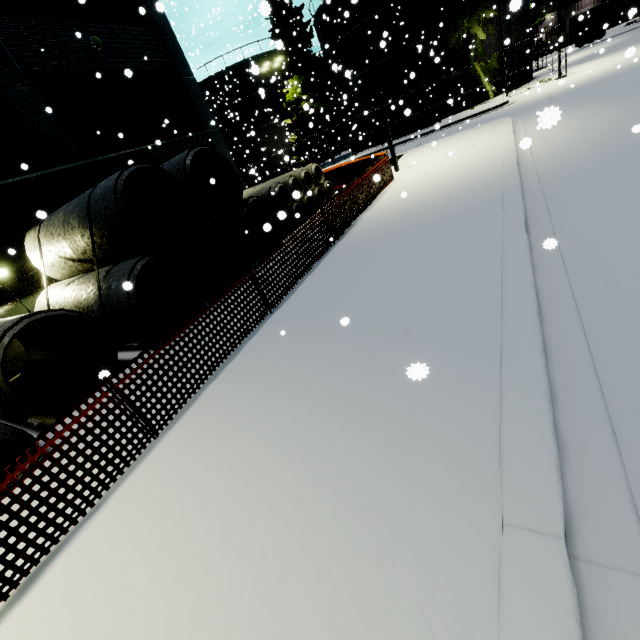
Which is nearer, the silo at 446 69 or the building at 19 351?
the building at 19 351

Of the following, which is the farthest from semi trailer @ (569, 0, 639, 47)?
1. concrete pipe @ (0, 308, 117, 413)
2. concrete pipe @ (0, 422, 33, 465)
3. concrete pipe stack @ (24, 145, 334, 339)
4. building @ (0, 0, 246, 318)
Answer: concrete pipe @ (0, 422, 33, 465)

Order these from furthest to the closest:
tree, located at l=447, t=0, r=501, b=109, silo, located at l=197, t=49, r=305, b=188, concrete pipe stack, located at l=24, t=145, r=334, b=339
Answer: silo, located at l=197, t=49, r=305, b=188, tree, located at l=447, t=0, r=501, b=109, concrete pipe stack, located at l=24, t=145, r=334, b=339

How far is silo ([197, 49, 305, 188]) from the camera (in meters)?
33.84

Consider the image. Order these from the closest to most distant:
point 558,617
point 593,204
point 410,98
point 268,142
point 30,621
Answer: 1. point 558,617
2. point 30,621
3. point 593,204
4. point 410,98
5. point 268,142

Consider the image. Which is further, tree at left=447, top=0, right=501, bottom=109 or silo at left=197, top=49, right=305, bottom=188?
silo at left=197, top=49, right=305, bottom=188

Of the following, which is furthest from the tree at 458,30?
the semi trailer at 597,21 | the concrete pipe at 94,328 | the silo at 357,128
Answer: the concrete pipe at 94,328

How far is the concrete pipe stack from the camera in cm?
723
